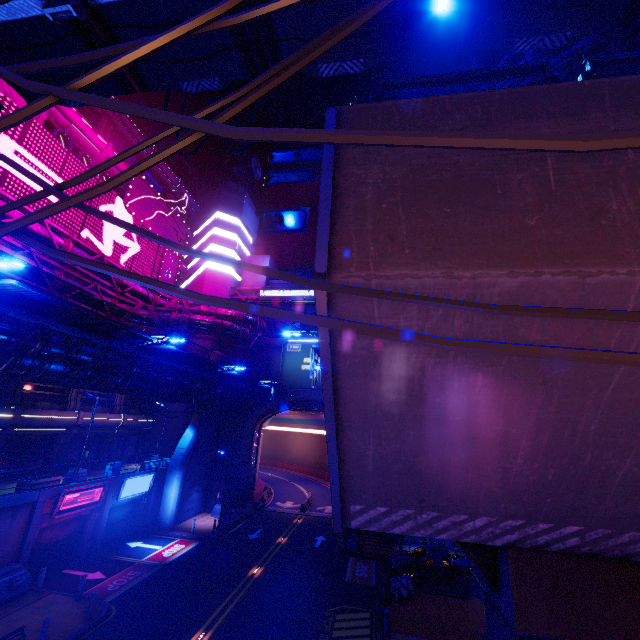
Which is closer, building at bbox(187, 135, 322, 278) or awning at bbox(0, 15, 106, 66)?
awning at bbox(0, 15, 106, 66)

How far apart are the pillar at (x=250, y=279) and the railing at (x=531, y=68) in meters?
38.2 m

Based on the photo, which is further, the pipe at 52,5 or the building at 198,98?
the building at 198,98

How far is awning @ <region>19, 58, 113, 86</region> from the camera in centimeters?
970cm

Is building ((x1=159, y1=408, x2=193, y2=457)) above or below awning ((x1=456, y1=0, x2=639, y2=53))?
below

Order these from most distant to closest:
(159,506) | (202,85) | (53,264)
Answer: (159,506)
(53,264)
(202,85)

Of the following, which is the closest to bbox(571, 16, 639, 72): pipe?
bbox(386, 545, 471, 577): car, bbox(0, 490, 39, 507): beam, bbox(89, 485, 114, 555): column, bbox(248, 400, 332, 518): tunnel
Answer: bbox(248, 400, 332, 518): tunnel

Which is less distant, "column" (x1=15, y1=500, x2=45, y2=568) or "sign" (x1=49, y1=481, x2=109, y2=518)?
"column" (x1=15, y1=500, x2=45, y2=568)
